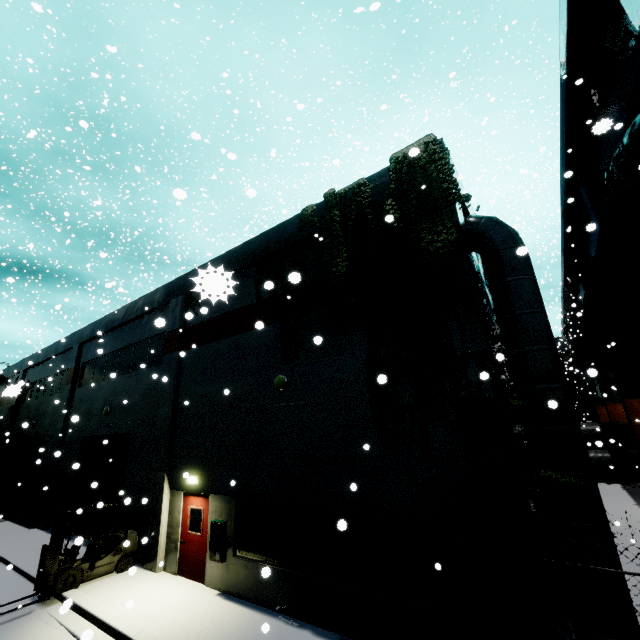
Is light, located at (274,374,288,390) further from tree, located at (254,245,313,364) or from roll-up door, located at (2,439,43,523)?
roll-up door, located at (2,439,43,523)

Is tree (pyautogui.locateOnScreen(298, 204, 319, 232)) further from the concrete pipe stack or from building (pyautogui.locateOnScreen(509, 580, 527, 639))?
the concrete pipe stack

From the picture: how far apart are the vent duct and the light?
5.7m

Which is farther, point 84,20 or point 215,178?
point 84,20

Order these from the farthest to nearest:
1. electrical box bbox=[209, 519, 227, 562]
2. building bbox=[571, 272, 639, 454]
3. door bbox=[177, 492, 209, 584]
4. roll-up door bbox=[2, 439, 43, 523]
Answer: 1. roll-up door bbox=[2, 439, 43, 523]
2. building bbox=[571, 272, 639, 454]
3. door bbox=[177, 492, 209, 584]
4. electrical box bbox=[209, 519, 227, 562]

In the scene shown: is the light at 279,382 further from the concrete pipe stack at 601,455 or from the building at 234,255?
the concrete pipe stack at 601,455

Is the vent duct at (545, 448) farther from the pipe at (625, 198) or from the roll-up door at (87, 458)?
the roll-up door at (87, 458)

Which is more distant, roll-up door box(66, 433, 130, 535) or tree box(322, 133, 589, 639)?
roll-up door box(66, 433, 130, 535)
